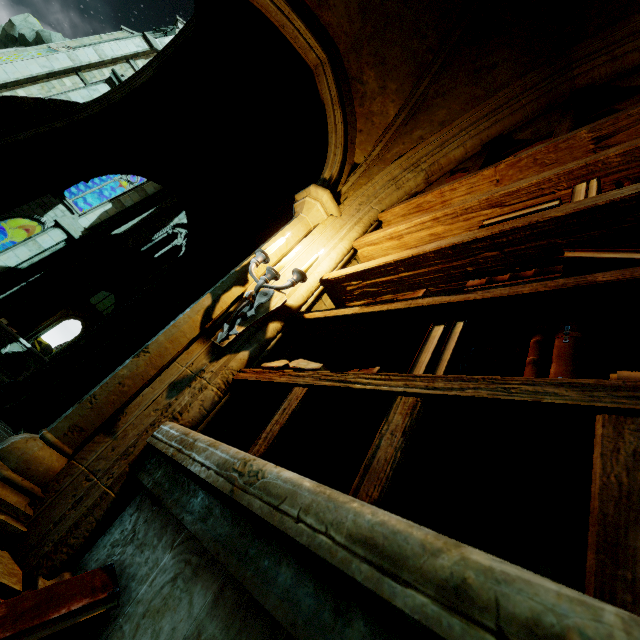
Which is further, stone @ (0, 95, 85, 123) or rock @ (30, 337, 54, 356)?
rock @ (30, 337, 54, 356)

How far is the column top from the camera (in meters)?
4.67

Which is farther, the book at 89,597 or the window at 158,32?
the window at 158,32

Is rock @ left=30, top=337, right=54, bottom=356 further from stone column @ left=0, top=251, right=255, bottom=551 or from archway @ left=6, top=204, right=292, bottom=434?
stone column @ left=0, top=251, right=255, bottom=551

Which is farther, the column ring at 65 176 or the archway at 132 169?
the archway at 132 169

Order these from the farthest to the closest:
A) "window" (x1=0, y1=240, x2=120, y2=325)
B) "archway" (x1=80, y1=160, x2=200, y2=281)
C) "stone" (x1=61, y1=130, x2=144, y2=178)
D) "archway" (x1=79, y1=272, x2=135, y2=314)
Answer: "archway" (x1=79, y1=272, x2=135, y2=314)
"window" (x1=0, y1=240, x2=120, y2=325)
"archway" (x1=80, y1=160, x2=200, y2=281)
"stone" (x1=61, y1=130, x2=144, y2=178)

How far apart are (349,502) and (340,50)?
4.76m

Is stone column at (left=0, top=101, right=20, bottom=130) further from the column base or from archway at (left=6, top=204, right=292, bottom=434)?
the column base
